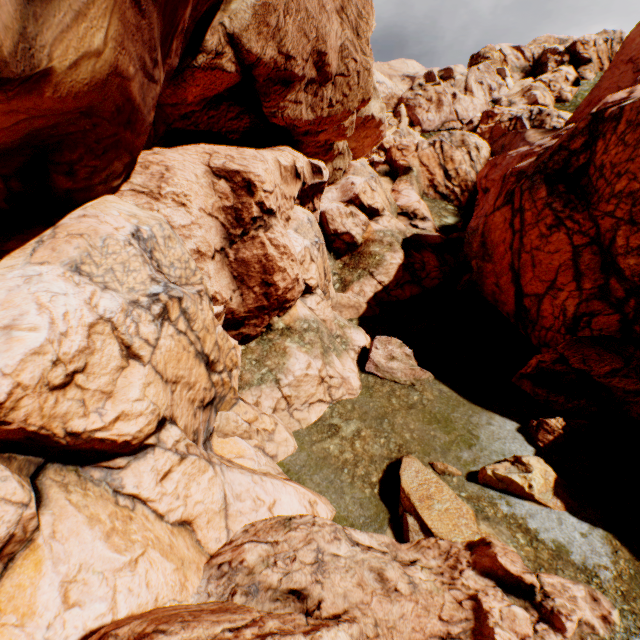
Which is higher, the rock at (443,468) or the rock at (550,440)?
the rock at (550,440)

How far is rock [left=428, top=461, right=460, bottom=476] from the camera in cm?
1172

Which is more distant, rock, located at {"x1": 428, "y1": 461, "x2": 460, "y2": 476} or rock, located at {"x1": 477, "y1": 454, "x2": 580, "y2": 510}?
rock, located at {"x1": 428, "y1": 461, "x2": 460, "y2": 476}

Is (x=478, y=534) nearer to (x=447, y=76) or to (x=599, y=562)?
(x=599, y=562)

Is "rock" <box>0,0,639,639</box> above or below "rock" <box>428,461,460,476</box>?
above

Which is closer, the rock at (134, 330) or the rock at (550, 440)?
the rock at (134, 330)

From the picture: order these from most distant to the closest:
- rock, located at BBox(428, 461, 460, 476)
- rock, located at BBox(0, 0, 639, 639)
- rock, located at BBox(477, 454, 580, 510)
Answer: rock, located at BBox(428, 461, 460, 476) → rock, located at BBox(477, 454, 580, 510) → rock, located at BBox(0, 0, 639, 639)
